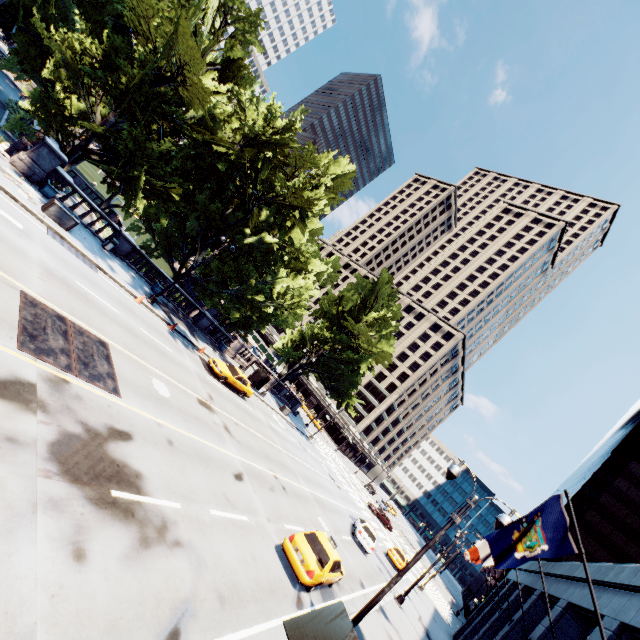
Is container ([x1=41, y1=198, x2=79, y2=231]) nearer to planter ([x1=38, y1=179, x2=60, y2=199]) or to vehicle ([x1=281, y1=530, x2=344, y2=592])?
planter ([x1=38, y1=179, x2=60, y2=199])

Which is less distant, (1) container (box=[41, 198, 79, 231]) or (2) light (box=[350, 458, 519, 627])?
(2) light (box=[350, 458, 519, 627])

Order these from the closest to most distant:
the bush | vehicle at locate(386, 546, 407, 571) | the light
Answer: the light < vehicle at locate(386, 546, 407, 571) < the bush

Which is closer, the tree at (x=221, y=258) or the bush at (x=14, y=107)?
the tree at (x=221, y=258)

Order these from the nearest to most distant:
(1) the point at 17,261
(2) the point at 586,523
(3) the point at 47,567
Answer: (3) the point at 47,567
(1) the point at 17,261
(2) the point at 586,523

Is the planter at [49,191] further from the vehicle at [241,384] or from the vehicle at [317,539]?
the vehicle at [317,539]

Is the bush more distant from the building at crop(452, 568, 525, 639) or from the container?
the building at crop(452, 568, 525, 639)

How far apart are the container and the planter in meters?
2.5 m
